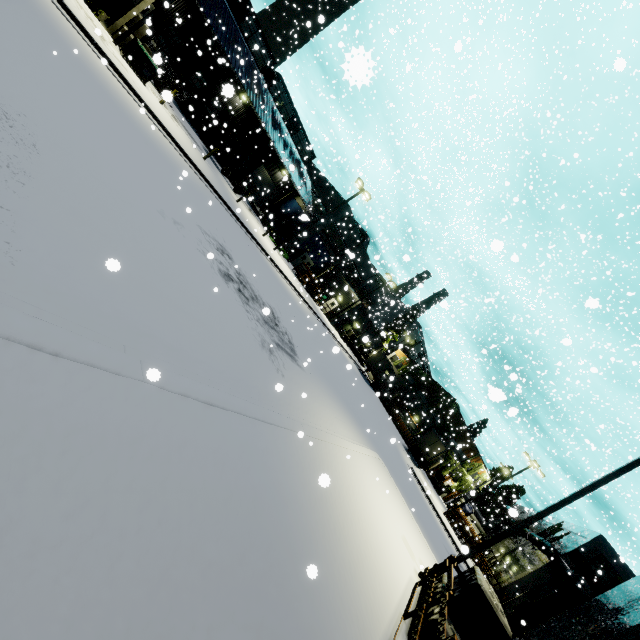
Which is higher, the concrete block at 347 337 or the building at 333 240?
the building at 333 240

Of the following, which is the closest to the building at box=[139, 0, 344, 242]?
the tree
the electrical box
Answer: the tree

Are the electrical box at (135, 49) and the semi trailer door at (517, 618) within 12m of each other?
no

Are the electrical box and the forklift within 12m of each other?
yes

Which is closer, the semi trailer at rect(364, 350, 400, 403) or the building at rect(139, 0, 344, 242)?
the building at rect(139, 0, 344, 242)

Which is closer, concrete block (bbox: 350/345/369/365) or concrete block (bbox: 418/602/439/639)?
concrete block (bbox: 418/602/439/639)

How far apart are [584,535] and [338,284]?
36.6 meters
